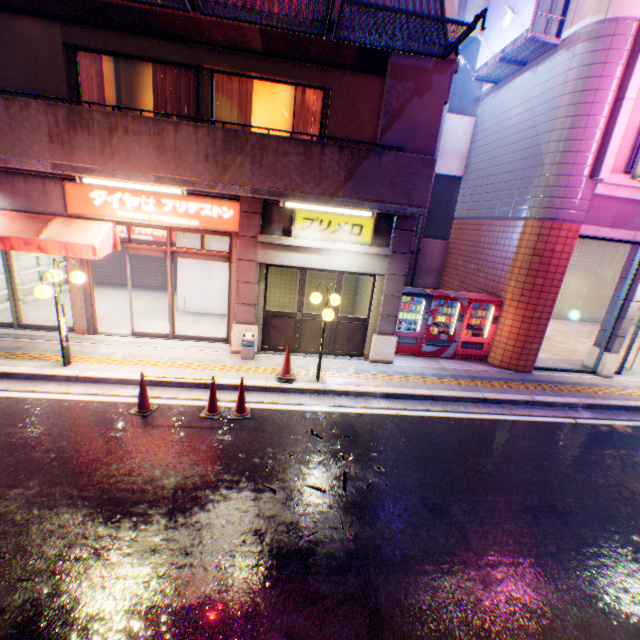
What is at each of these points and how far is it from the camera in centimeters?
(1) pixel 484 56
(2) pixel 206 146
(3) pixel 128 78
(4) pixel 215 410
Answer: (1) billboard, 1034cm
(2) balcony, 664cm
(3) window glass, 779cm
(4) road cone, 654cm

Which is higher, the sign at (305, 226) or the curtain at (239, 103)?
the curtain at (239, 103)

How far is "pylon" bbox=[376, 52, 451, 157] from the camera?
6.7m

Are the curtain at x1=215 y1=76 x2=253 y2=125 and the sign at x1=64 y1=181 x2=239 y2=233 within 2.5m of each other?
yes

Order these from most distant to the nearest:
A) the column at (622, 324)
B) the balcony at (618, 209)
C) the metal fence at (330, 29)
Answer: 1. the column at (622, 324)
2. the balcony at (618, 209)
3. the metal fence at (330, 29)

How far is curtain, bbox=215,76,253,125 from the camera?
7.77m

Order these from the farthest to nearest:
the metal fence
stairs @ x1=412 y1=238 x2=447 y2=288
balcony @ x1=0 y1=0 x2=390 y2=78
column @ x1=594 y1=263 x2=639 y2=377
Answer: stairs @ x1=412 y1=238 x2=447 y2=288, column @ x1=594 y1=263 x2=639 y2=377, balcony @ x1=0 y1=0 x2=390 y2=78, the metal fence

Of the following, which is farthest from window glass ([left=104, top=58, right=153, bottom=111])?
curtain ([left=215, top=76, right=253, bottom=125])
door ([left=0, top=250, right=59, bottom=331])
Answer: door ([left=0, top=250, right=59, bottom=331])
